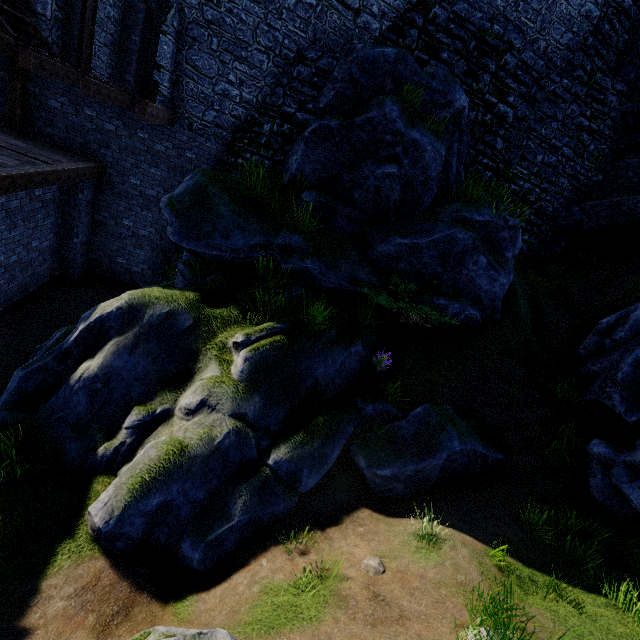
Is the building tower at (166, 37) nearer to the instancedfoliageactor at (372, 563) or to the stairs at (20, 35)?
the stairs at (20, 35)

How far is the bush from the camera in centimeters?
780cm

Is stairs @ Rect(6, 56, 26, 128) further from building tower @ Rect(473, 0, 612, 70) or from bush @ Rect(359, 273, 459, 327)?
bush @ Rect(359, 273, 459, 327)

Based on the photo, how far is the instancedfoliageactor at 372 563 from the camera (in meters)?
4.80

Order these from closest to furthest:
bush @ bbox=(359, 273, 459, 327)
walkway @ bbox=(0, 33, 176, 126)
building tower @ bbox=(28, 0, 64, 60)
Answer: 1. walkway @ bbox=(0, 33, 176, 126)
2. bush @ bbox=(359, 273, 459, 327)
3. building tower @ bbox=(28, 0, 64, 60)

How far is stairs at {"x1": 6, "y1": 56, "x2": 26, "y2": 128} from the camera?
8.9m

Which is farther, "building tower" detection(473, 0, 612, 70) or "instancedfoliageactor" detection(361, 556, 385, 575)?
"building tower" detection(473, 0, 612, 70)

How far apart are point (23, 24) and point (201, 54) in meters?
4.5 m
